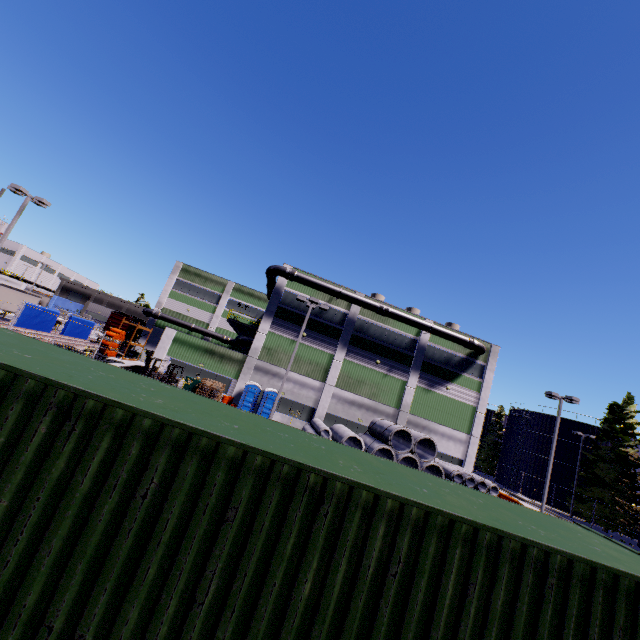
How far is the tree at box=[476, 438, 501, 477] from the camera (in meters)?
57.94

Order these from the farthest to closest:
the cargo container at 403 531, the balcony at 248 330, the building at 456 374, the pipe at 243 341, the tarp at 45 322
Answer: the pipe at 243 341, the balcony at 248 330, the building at 456 374, the tarp at 45 322, the cargo container at 403 531

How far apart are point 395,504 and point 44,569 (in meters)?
2.84

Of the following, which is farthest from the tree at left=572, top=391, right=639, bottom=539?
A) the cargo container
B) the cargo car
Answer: the cargo car

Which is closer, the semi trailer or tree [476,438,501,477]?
the semi trailer

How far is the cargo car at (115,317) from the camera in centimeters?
4419cm

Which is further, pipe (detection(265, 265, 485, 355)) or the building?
pipe (detection(265, 265, 485, 355))

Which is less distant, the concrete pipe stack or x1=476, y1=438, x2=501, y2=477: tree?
the concrete pipe stack
